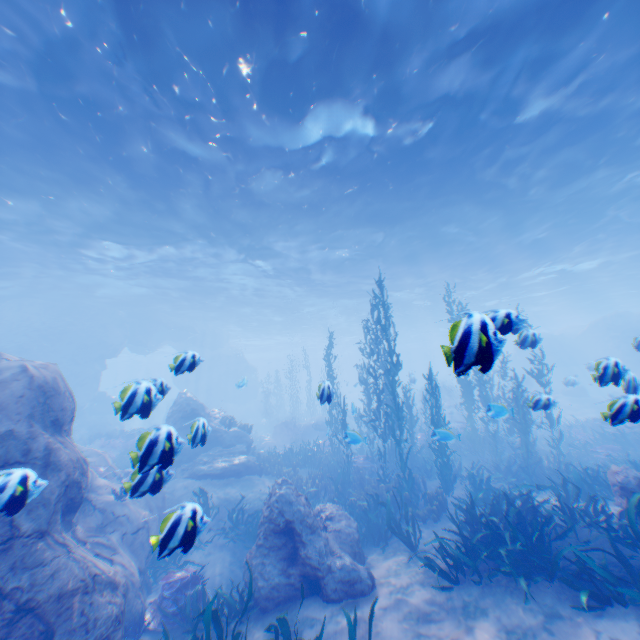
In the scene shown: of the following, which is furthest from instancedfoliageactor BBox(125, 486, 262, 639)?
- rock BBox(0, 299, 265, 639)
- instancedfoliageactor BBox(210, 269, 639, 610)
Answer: instancedfoliageactor BBox(210, 269, 639, 610)

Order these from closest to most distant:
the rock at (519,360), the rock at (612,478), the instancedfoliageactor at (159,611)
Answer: A: the instancedfoliageactor at (159,611), the rock at (612,478), the rock at (519,360)

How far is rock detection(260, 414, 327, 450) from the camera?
22.75m

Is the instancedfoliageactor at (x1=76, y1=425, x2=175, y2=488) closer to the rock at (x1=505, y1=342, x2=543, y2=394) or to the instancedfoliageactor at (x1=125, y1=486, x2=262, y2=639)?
the rock at (x1=505, y1=342, x2=543, y2=394)

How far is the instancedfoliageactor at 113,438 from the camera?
3.9m

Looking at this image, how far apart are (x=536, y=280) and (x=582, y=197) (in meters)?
15.66

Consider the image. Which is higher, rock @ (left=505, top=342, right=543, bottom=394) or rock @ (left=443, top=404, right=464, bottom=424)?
rock @ (left=505, top=342, right=543, bottom=394)
